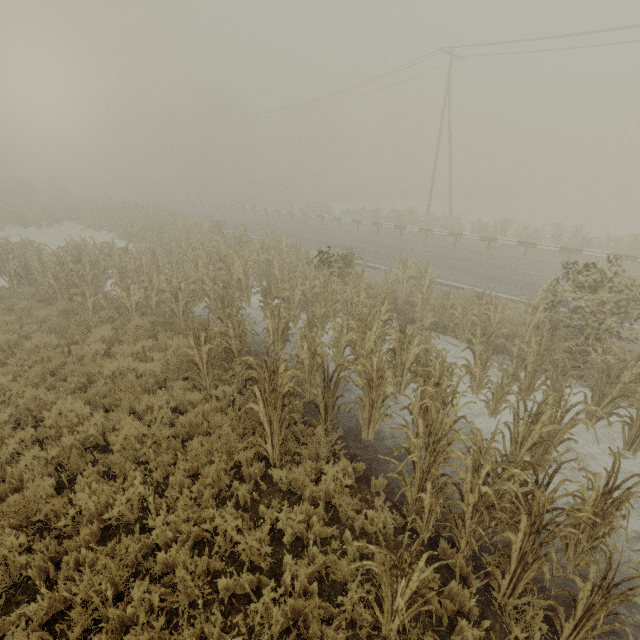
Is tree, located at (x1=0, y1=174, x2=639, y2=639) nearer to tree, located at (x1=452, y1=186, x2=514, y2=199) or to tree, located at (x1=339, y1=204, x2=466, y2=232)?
tree, located at (x1=339, y1=204, x2=466, y2=232)

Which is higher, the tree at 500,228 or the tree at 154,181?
the tree at 154,181

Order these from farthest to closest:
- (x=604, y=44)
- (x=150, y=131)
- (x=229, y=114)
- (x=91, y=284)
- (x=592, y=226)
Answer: (x=150, y=131) < (x=229, y=114) < (x=592, y=226) < (x=604, y=44) < (x=91, y=284)

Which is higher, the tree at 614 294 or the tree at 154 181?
the tree at 154 181

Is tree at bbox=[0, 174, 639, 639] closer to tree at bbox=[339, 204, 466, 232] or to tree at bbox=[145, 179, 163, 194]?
tree at bbox=[339, 204, 466, 232]

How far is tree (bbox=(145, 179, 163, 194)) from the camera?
54.2 meters
